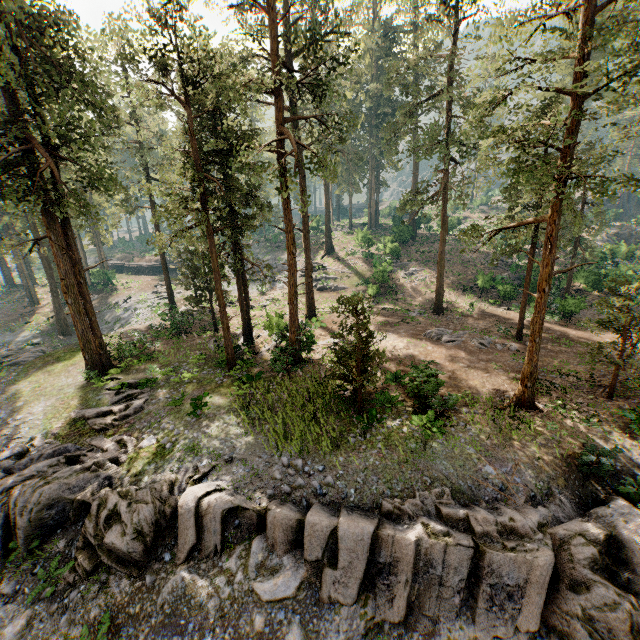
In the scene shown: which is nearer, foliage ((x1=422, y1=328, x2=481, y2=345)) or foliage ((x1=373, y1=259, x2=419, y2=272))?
foliage ((x1=422, y1=328, x2=481, y2=345))

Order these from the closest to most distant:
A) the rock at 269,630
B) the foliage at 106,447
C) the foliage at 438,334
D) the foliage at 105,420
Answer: the rock at 269,630, the foliage at 106,447, the foliage at 105,420, the foliage at 438,334

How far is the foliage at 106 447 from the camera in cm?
1395

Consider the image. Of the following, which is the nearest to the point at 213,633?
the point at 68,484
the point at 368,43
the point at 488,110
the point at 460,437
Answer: the point at 68,484

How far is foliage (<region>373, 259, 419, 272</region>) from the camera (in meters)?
35.59

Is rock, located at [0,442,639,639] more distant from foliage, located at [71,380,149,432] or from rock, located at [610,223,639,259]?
rock, located at [610,223,639,259]

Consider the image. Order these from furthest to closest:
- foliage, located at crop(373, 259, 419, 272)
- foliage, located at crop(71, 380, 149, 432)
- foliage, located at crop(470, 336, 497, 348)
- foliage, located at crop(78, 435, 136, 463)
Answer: foliage, located at crop(373, 259, 419, 272), foliage, located at crop(470, 336, 497, 348), foliage, located at crop(71, 380, 149, 432), foliage, located at crop(78, 435, 136, 463)
